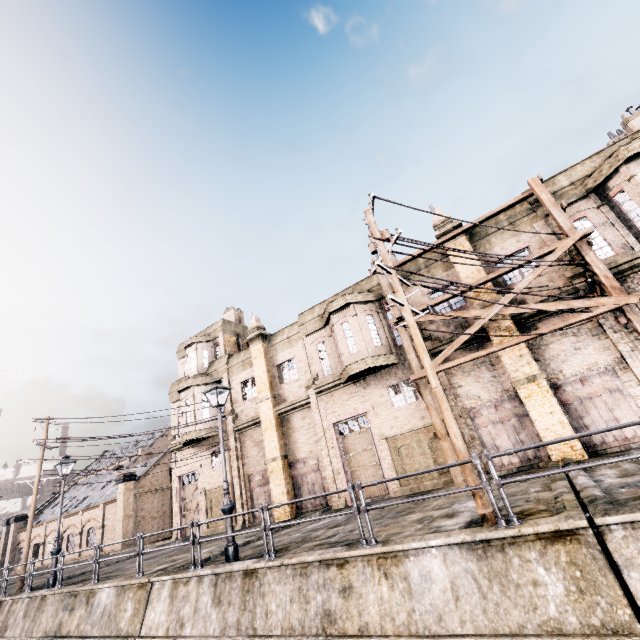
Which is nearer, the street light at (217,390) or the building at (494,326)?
the street light at (217,390)

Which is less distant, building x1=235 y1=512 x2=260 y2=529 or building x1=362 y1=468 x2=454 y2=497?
building x1=362 y1=468 x2=454 y2=497

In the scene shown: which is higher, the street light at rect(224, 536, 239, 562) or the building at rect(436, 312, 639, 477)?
the building at rect(436, 312, 639, 477)

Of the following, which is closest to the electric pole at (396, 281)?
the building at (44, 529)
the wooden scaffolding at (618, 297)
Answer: the wooden scaffolding at (618, 297)

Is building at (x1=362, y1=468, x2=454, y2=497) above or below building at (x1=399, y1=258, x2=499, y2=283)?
below

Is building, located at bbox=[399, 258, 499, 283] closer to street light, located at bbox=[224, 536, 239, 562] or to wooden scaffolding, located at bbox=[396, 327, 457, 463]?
wooden scaffolding, located at bbox=[396, 327, 457, 463]

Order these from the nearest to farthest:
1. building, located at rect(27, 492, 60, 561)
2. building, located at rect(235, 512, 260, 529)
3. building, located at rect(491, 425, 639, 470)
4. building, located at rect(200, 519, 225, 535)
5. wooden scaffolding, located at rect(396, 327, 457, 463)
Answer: building, located at rect(491, 425, 639, 470) → wooden scaffolding, located at rect(396, 327, 457, 463) → building, located at rect(235, 512, 260, 529) → building, located at rect(200, 519, 225, 535) → building, located at rect(27, 492, 60, 561)

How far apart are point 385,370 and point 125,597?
14.5m
